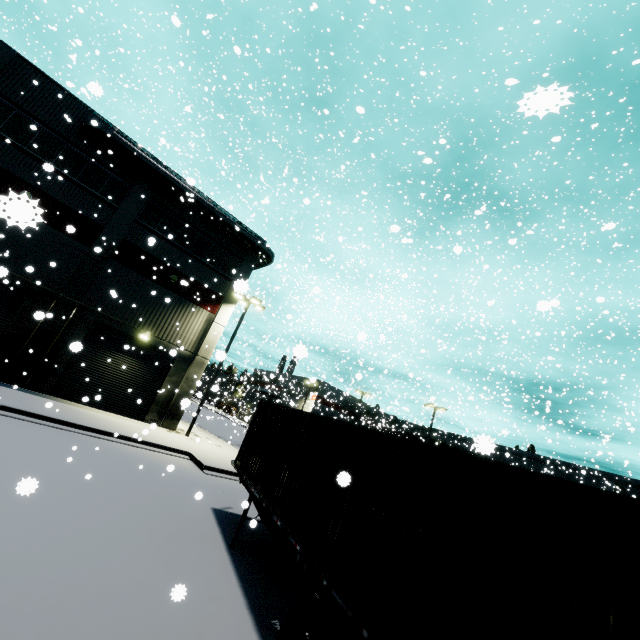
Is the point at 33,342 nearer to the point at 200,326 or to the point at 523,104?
the point at 200,326

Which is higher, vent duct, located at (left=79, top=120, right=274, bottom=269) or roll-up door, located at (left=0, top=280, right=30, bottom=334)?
vent duct, located at (left=79, top=120, right=274, bottom=269)

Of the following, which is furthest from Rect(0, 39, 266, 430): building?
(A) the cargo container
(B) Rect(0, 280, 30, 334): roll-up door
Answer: (A) the cargo container

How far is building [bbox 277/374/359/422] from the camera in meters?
40.1

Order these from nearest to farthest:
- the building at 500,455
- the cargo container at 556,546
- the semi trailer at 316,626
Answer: the cargo container at 556,546 < the semi trailer at 316,626 < the building at 500,455

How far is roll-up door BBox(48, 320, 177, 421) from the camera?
17.59m

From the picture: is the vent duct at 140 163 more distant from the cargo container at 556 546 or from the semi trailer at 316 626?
the cargo container at 556 546

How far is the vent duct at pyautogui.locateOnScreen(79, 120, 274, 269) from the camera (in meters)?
17.59
